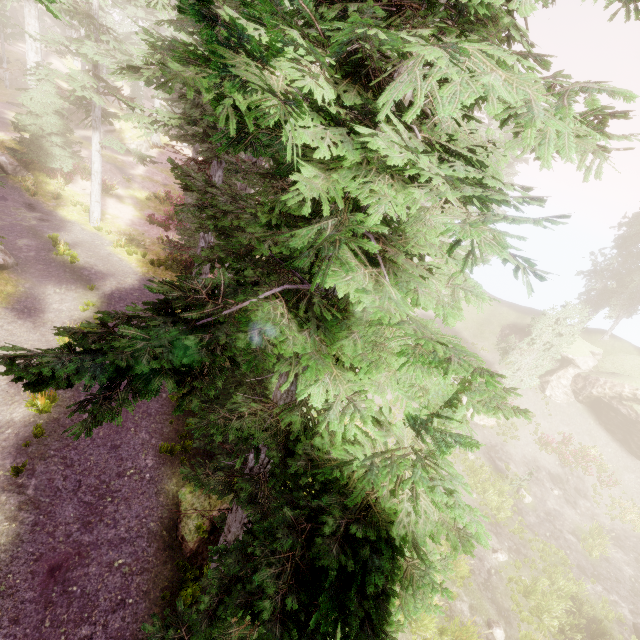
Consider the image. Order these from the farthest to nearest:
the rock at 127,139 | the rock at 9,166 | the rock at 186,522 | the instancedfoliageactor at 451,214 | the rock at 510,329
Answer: the rock at 127,139, the rock at 510,329, the rock at 9,166, the rock at 186,522, the instancedfoliageactor at 451,214

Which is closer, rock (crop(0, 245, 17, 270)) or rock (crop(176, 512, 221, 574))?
rock (crop(176, 512, 221, 574))

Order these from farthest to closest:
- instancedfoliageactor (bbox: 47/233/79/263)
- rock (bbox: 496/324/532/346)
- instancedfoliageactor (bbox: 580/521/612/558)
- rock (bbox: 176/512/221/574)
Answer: rock (bbox: 496/324/532/346) < instancedfoliageactor (bbox: 580/521/612/558) < instancedfoliageactor (bbox: 47/233/79/263) < rock (bbox: 176/512/221/574)

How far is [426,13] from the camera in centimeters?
247cm

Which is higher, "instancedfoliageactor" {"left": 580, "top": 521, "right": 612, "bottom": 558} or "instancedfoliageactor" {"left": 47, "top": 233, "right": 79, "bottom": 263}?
"instancedfoliageactor" {"left": 47, "top": 233, "right": 79, "bottom": 263}

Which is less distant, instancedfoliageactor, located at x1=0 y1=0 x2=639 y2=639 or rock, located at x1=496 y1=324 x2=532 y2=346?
instancedfoliageactor, located at x1=0 y1=0 x2=639 y2=639

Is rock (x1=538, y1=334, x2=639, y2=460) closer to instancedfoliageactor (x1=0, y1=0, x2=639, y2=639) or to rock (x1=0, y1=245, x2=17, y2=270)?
instancedfoliageactor (x1=0, y1=0, x2=639, y2=639)

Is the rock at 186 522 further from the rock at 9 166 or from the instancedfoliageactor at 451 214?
the rock at 9 166
